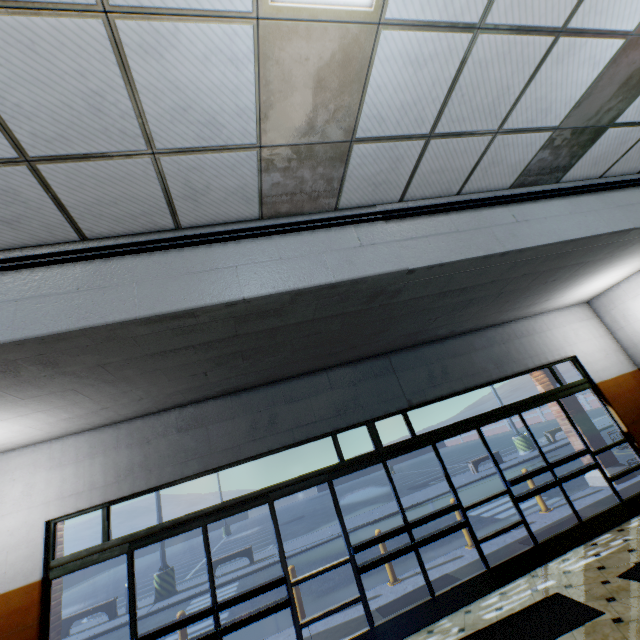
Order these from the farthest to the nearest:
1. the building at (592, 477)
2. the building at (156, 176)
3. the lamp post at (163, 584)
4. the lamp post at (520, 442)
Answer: the lamp post at (520, 442) < the lamp post at (163, 584) < the building at (592, 477) < the building at (156, 176)

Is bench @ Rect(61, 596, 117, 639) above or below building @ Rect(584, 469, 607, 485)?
above

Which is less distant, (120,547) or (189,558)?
(120,547)

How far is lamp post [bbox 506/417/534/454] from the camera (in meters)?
17.11

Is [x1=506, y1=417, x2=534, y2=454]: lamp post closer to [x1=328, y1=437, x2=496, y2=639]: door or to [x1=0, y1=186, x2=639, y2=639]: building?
[x1=0, y1=186, x2=639, y2=639]: building

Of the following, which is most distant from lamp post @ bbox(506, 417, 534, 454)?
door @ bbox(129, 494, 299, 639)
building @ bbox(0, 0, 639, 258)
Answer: door @ bbox(129, 494, 299, 639)

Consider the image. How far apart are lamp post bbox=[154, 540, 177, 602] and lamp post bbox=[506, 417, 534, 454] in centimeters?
1746cm

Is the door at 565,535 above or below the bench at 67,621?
below
